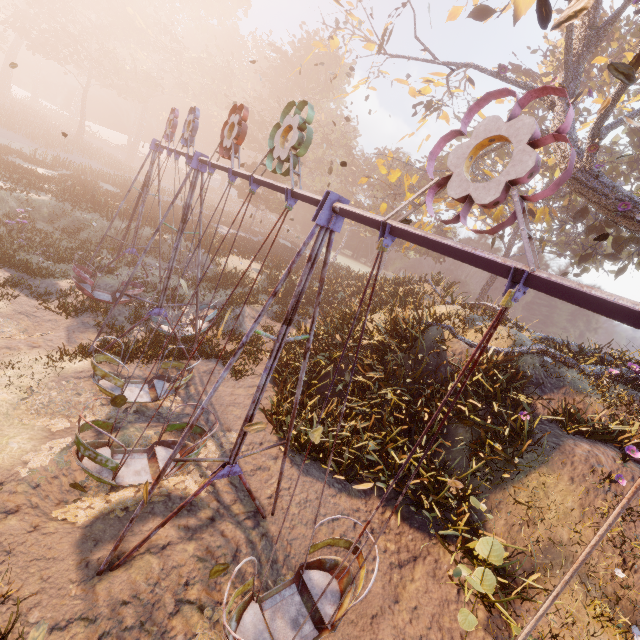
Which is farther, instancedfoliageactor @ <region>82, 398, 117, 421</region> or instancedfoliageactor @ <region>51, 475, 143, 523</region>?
instancedfoliageactor @ <region>82, 398, 117, 421</region>

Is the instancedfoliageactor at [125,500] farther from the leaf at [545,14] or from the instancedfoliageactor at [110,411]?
the leaf at [545,14]

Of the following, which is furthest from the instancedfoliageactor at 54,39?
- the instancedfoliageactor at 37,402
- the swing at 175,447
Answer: the instancedfoliageactor at 37,402

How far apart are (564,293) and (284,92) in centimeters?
5484cm

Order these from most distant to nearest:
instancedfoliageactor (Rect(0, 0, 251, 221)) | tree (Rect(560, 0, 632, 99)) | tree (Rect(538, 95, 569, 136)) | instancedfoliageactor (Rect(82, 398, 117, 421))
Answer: instancedfoliageactor (Rect(0, 0, 251, 221))
tree (Rect(538, 95, 569, 136))
tree (Rect(560, 0, 632, 99))
instancedfoliageactor (Rect(82, 398, 117, 421))

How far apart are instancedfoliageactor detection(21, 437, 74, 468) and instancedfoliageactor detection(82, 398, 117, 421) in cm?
38

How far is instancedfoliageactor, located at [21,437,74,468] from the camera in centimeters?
589cm
